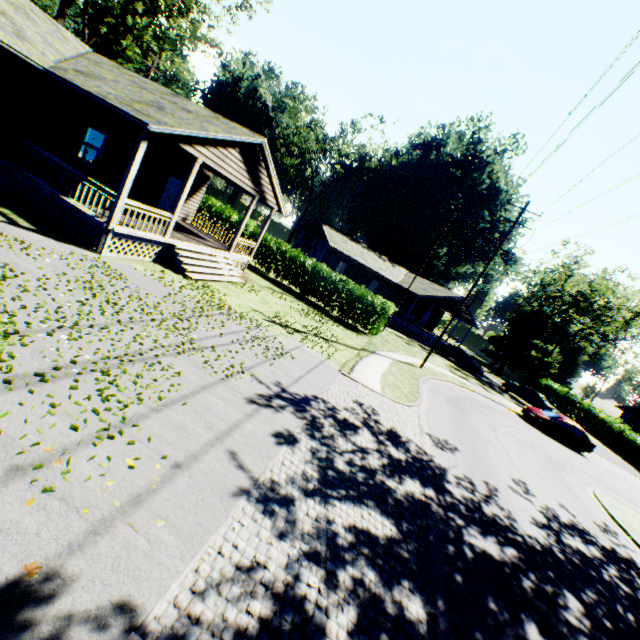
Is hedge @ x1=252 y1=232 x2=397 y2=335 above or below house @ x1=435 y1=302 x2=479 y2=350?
below

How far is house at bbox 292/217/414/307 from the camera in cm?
3506

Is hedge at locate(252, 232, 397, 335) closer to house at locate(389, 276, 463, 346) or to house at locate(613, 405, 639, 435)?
house at locate(389, 276, 463, 346)

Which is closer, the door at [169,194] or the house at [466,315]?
the door at [169,194]

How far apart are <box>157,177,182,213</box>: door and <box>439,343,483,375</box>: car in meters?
28.7 m

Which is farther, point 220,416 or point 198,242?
point 198,242

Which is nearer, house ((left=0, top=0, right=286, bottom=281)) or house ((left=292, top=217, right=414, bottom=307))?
house ((left=0, top=0, right=286, bottom=281))

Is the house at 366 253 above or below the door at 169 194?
above
